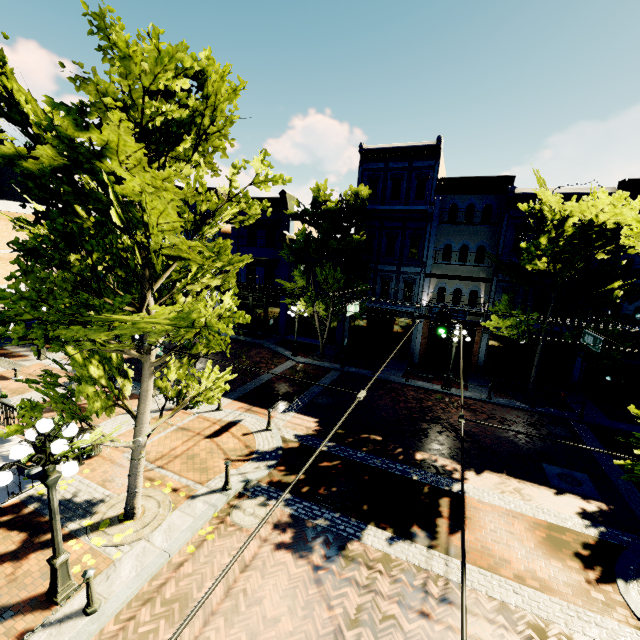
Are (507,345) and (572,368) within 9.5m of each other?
yes

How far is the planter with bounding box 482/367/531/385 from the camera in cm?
1944

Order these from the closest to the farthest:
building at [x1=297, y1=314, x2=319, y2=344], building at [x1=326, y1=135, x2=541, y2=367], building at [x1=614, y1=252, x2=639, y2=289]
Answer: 1. building at [x1=614, y1=252, x2=639, y2=289]
2. building at [x1=326, y1=135, x2=541, y2=367]
3. building at [x1=297, y1=314, x2=319, y2=344]

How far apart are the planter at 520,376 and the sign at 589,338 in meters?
8.5 m

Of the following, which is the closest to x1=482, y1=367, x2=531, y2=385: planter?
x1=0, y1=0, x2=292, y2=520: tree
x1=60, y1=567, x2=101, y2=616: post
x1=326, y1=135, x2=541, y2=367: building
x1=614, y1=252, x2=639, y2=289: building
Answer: x1=326, y1=135, x2=541, y2=367: building

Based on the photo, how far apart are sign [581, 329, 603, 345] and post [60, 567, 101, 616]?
14.2m

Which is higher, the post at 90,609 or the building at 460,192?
the building at 460,192

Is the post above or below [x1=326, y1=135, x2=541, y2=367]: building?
below
